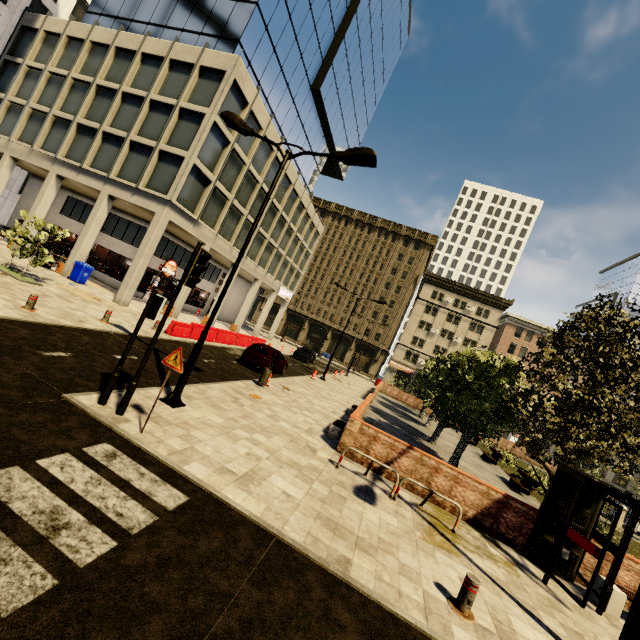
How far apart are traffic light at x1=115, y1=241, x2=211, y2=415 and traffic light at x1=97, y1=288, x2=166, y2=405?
0.3 meters

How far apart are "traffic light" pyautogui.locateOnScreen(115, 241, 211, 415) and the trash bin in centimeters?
1787cm

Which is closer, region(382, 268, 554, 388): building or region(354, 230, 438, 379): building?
region(382, 268, 554, 388): building

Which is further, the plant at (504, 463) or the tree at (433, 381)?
the plant at (504, 463)

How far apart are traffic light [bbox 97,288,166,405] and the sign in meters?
1.0

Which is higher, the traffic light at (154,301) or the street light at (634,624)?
the traffic light at (154,301)

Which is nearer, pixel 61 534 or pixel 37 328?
pixel 61 534

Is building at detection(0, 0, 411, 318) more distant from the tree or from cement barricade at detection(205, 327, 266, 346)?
the tree
